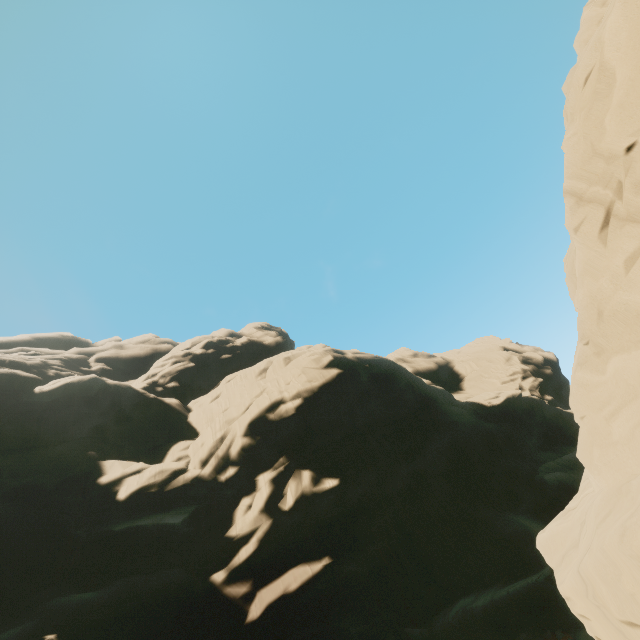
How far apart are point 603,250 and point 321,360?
33.4 meters
